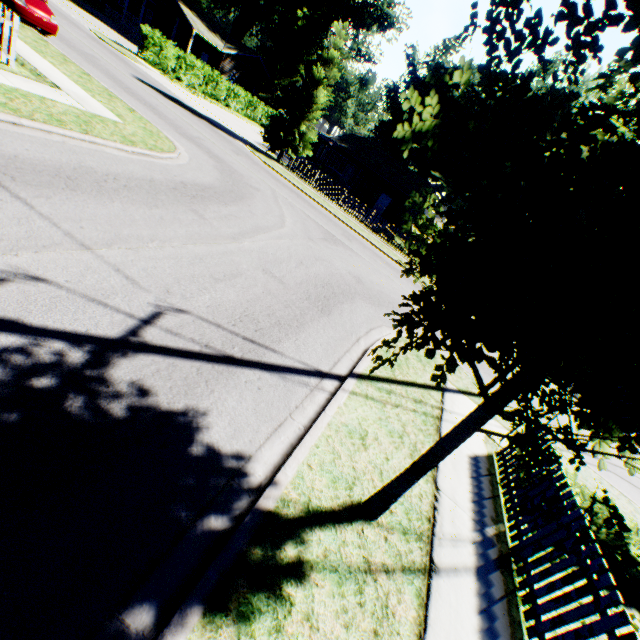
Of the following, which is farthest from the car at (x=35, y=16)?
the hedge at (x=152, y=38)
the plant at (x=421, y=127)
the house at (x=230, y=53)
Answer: the house at (x=230, y=53)

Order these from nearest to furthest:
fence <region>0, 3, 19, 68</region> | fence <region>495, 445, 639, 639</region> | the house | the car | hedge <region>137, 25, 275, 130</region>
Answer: fence <region>495, 445, 639, 639</region>, fence <region>0, 3, 19, 68</region>, the car, hedge <region>137, 25, 275, 130</region>, the house

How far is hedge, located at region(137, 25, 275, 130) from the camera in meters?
25.9 m

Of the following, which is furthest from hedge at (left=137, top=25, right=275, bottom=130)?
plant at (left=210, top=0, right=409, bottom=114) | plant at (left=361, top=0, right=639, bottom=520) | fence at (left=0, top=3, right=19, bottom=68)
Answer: plant at (left=361, top=0, right=639, bottom=520)

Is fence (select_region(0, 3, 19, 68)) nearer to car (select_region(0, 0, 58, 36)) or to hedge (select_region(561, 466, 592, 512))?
car (select_region(0, 0, 58, 36))

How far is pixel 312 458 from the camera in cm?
414

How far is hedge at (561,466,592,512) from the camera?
6.0 meters

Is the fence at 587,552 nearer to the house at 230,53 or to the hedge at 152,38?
the hedge at 152,38
